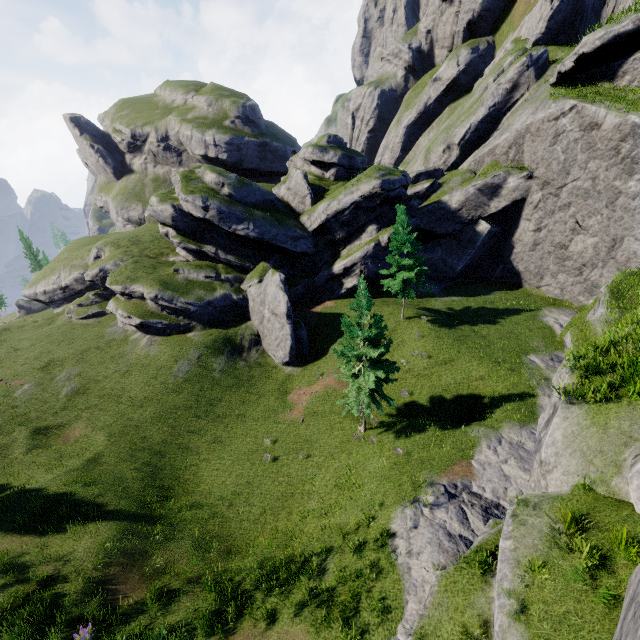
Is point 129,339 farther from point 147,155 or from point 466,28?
point 466,28

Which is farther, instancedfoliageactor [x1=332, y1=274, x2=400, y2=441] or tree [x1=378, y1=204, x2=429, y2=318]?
tree [x1=378, y1=204, x2=429, y2=318]

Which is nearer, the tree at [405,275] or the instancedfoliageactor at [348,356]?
the instancedfoliageactor at [348,356]

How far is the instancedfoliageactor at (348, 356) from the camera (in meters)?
17.89

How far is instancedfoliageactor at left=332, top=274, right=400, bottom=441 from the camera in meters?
17.9 m

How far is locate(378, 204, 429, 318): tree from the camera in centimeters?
2767cm
